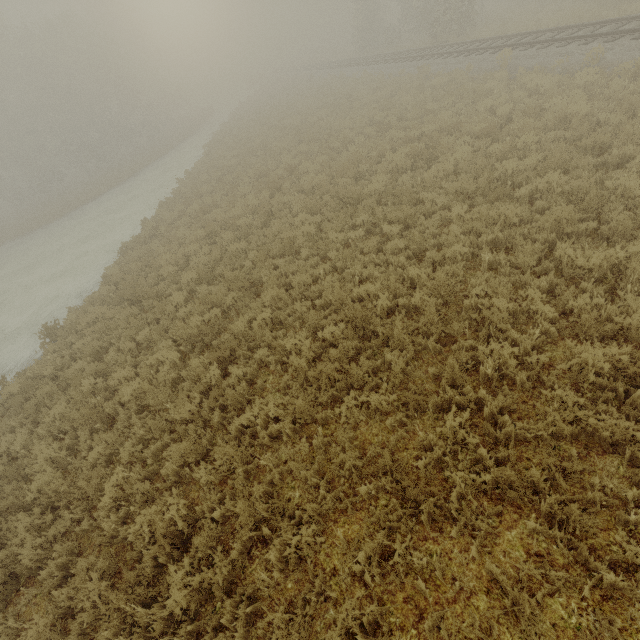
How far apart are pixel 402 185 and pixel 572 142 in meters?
4.8
